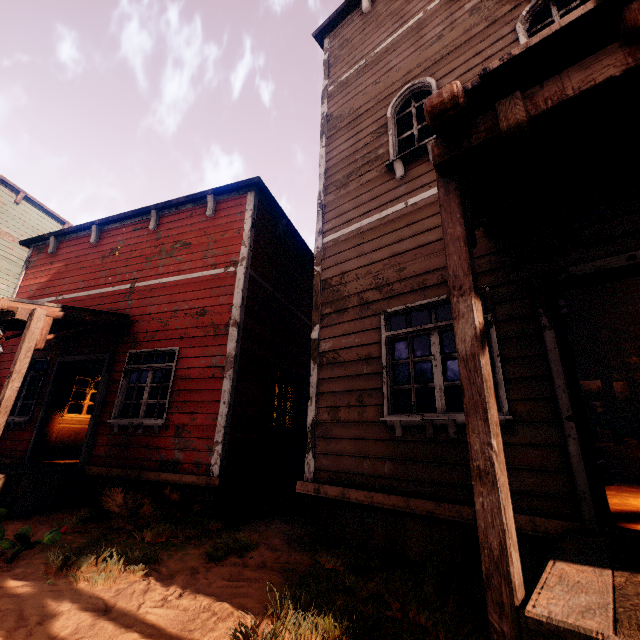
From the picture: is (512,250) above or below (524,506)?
above

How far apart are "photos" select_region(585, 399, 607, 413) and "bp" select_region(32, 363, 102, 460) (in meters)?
12.12

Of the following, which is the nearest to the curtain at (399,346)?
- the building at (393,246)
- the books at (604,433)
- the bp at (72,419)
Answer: the building at (393,246)

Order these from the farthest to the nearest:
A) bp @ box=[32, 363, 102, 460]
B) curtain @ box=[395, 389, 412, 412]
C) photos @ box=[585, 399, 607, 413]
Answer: Answer: photos @ box=[585, 399, 607, 413] → bp @ box=[32, 363, 102, 460] → curtain @ box=[395, 389, 412, 412]

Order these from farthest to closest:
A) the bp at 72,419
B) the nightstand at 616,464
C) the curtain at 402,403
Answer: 1. the bp at 72,419
2. the nightstand at 616,464
3. the curtain at 402,403

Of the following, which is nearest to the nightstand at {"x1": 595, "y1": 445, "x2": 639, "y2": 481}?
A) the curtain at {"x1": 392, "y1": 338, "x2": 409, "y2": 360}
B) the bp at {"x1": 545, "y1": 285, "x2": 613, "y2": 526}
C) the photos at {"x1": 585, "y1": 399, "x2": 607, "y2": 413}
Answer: the photos at {"x1": 585, "y1": 399, "x2": 607, "y2": 413}

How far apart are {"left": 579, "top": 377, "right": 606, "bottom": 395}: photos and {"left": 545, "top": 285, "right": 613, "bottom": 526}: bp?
6.51m

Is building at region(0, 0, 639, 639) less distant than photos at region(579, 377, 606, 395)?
Yes
